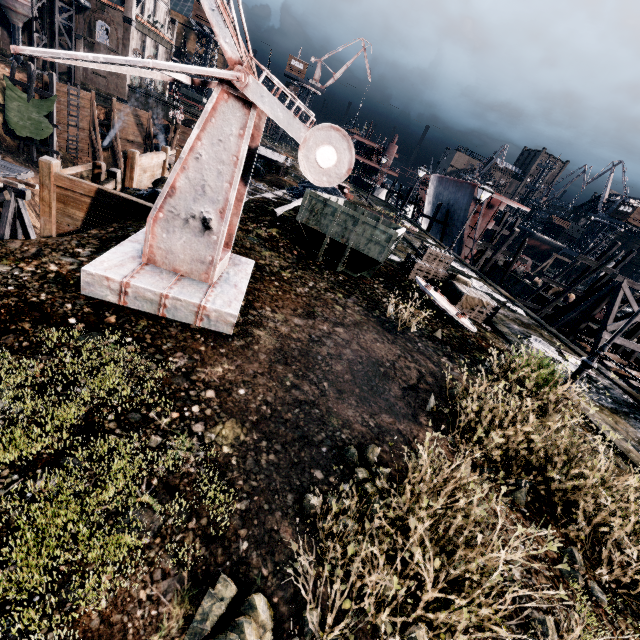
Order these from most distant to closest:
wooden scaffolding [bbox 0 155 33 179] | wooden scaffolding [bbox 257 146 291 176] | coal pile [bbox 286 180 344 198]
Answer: wooden scaffolding [bbox 257 146 291 176]
wooden scaffolding [bbox 0 155 33 179]
coal pile [bbox 286 180 344 198]

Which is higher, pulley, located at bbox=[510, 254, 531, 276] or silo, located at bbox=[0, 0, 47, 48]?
silo, located at bbox=[0, 0, 47, 48]

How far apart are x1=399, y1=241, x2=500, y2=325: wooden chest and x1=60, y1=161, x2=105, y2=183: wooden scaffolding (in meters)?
16.73

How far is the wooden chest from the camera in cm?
1462

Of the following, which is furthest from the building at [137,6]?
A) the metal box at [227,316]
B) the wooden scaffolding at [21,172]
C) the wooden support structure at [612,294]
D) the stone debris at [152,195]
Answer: the wooden support structure at [612,294]

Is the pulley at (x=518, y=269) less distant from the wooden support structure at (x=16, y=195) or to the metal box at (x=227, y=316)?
the metal box at (x=227, y=316)

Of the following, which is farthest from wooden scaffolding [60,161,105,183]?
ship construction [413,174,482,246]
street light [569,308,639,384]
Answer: ship construction [413,174,482,246]

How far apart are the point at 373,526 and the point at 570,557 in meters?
4.7 m
